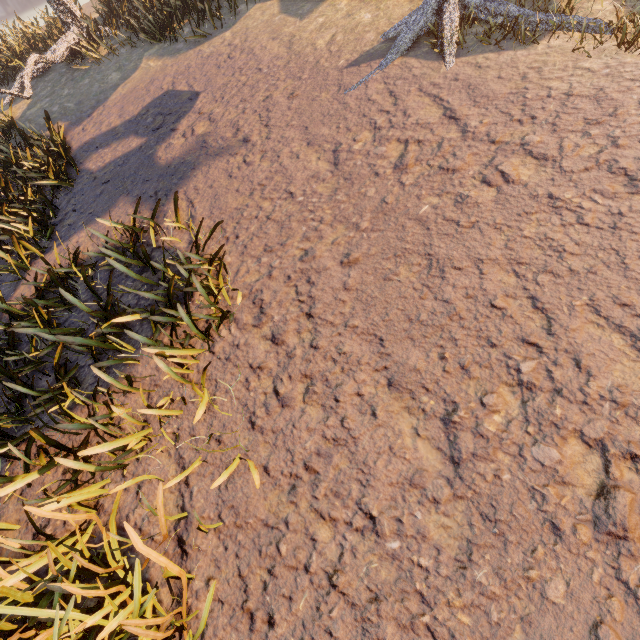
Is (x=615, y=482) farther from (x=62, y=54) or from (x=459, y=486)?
(x=62, y=54)

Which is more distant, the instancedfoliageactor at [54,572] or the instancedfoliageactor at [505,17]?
the instancedfoliageactor at [505,17]

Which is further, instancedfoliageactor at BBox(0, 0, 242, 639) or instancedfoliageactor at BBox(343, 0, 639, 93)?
instancedfoliageactor at BBox(343, 0, 639, 93)
